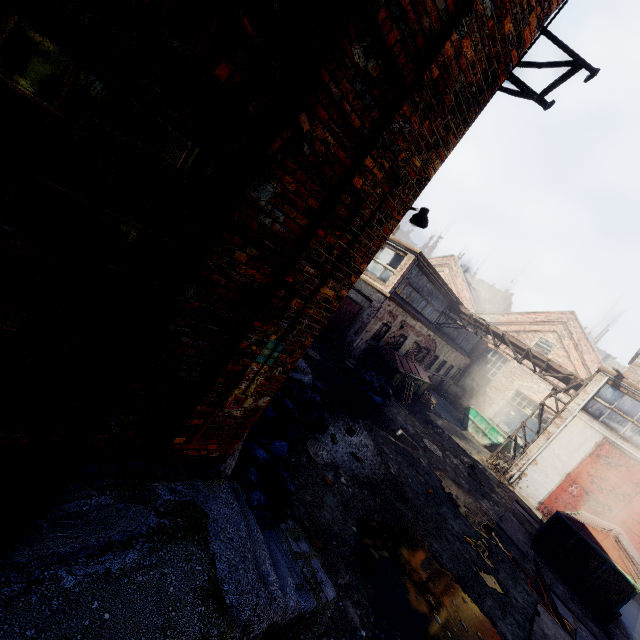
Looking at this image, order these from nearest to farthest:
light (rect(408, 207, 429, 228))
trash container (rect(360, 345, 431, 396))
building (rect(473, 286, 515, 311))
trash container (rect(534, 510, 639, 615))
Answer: light (rect(408, 207, 429, 228)), trash container (rect(534, 510, 639, 615)), trash container (rect(360, 345, 431, 396)), building (rect(473, 286, 515, 311))

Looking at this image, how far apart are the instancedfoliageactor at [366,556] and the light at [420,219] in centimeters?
559cm

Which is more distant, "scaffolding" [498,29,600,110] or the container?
the container

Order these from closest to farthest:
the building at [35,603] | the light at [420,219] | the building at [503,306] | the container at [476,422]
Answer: the building at [35,603] → the light at [420,219] → the container at [476,422] → the building at [503,306]

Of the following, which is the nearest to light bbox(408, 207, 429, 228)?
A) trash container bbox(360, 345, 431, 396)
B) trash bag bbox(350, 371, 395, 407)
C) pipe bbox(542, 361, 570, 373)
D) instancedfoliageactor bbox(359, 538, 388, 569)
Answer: instancedfoliageactor bbox(359, 538, 388, 569)

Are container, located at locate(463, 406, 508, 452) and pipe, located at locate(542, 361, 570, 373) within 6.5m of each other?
yes

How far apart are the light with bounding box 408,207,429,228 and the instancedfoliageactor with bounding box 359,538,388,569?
5.6 meters

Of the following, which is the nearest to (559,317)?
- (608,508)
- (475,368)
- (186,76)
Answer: (475,368)
